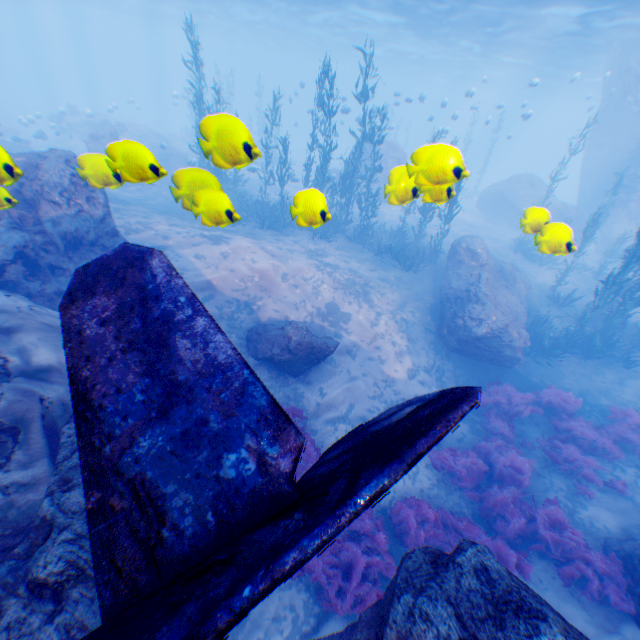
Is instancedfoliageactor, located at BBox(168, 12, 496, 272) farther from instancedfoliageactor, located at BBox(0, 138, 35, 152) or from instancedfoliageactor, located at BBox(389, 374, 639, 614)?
instancedfoliageactor, located at BBox(0, 138, 35, 152)

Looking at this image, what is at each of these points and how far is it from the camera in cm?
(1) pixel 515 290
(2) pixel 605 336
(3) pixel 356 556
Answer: (1) rock, 1470
(2) instancedfoliageactor, 1284
(3) instancedfoliageactor, 659

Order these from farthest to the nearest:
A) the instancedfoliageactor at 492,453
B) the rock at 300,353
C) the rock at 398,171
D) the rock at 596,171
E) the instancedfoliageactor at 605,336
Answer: the rock at 596,171
the instancedfoliageactor at 605,336
the rock at 300,353
the instancedfoliageactor at 492,453
the rock at 398,171

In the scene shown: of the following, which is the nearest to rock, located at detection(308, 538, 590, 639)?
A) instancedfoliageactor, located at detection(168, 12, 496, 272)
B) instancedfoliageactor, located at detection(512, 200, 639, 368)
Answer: instancedfoliageactor, located at detection(168, 12, 496, 272)

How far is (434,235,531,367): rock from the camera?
11.88m

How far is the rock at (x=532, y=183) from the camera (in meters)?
24.05

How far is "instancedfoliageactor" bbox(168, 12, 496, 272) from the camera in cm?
369

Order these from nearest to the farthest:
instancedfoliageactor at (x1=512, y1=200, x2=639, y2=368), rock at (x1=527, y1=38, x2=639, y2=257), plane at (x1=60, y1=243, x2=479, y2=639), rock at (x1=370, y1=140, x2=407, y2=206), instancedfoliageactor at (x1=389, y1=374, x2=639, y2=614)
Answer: plane at (x1=60, y1=243, x2=479, y2=639) → rock at (x1=370, y1=140, x2=407, y2=206) → instancedfoliageactor at (x1=389, y1=374, x2=639, y2=614) → instancedfoliageactor at (x1=512, y1=200, x2=639, y2=368) → rock at (x1=527, y1=38, x2=639, y2=257)
